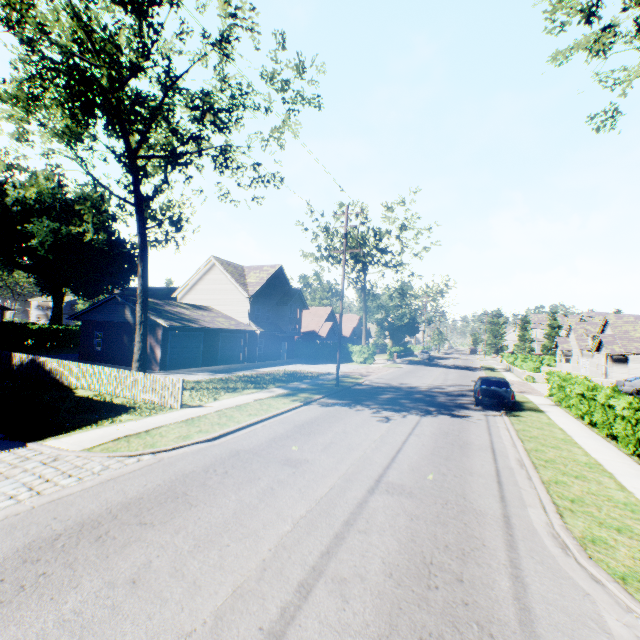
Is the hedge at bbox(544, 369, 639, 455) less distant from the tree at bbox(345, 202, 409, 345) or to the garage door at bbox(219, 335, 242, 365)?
the tree at bbox(345, 202, 409, 345)

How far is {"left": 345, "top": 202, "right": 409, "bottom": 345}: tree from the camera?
35.9m

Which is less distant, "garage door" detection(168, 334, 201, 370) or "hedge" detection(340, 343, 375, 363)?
"garage door" detection(168, 334, 201, 370)

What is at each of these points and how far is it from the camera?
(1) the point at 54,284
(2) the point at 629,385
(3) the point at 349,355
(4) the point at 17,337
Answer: (1) plant, 48.8m
(2) car, 25.3m
(3) hedge, 42.3m
(4) hedge, 33.6m

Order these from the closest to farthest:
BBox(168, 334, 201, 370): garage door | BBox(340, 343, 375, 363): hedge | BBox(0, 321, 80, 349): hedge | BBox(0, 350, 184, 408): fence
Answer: BBox(0, 350, 184, 408): fence < BBox(168, 334, 201, 370): garage door < BBox(0, 321, 80, 349): hedge < BBox(340, 343, 375, 363): hedge

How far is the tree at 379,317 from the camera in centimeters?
3588cm

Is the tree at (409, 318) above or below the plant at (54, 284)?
below

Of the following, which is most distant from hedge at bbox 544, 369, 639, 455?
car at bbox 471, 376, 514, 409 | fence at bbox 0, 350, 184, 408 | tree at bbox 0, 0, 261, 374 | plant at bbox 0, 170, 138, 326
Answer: plant at bbox 0, 170, 138, 326
